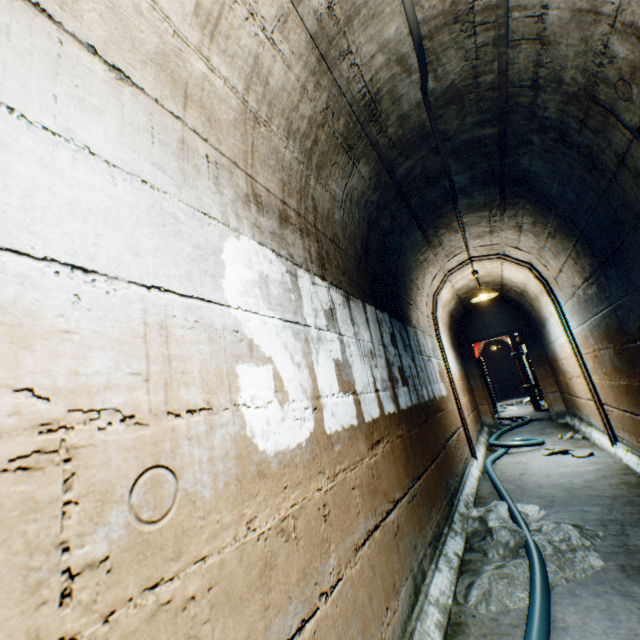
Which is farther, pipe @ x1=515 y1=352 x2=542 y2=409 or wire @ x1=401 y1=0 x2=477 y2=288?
pipe @ x1=515 y1=352 x2=542 y2=409

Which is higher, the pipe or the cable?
the pipe

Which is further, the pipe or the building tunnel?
the pipe

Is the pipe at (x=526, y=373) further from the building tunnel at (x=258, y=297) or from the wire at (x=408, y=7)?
the wire at (x=408, y=7)

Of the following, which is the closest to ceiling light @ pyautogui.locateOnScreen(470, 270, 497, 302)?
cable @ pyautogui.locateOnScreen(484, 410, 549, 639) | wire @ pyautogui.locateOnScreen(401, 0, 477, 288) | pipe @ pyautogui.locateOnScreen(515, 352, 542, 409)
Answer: wire @ pyautogui.locateOnScreen(401, 0, 477, 288)

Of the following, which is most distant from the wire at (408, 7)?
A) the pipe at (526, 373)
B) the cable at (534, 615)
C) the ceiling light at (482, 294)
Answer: the pipe at (526, 373)

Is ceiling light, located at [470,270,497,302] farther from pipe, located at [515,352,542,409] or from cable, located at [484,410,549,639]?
pipe, located at [515,352,542,409]

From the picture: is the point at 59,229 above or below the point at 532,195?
below
